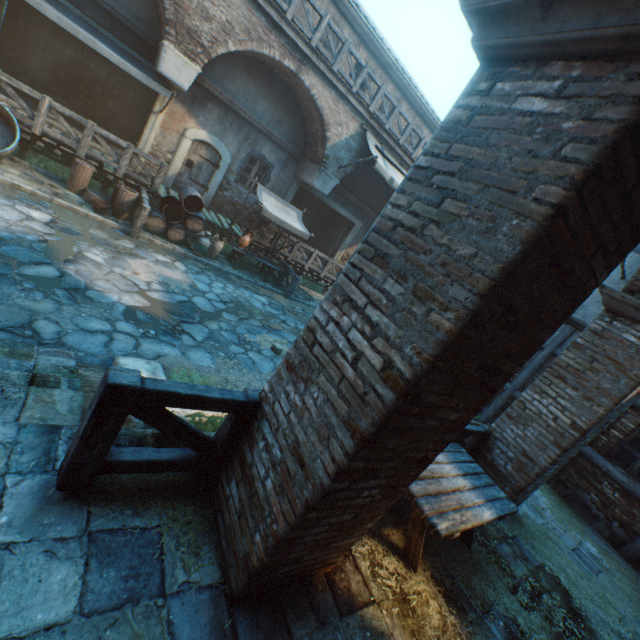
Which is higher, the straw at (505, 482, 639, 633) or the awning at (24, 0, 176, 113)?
the awning at (24, 0, 176, 113)

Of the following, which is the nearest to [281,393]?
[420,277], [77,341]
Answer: [420,277]

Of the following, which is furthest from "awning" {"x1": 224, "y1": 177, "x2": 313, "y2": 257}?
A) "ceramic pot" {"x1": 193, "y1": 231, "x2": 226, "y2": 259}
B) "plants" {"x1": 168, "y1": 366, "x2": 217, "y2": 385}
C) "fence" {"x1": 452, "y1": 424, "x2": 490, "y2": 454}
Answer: "fence" {"x1": 452, "y1": 424, "x2": 490, "y2": 454}

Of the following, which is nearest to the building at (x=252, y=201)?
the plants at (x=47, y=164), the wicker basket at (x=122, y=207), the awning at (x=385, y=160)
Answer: the awning at (x=385, y=160)

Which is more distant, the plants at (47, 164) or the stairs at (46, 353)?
the plants at (47, 164)

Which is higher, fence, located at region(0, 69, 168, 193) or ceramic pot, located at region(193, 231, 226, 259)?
fence, located at region(0, 69, 168, 193)

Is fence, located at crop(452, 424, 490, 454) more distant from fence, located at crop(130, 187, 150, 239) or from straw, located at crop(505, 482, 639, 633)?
fence, located at crop(130, 187, 150, 239)

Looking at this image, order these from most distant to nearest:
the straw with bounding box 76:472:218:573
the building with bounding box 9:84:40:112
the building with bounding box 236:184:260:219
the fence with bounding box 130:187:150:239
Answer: the building with bounding box 236:184:260:219 → the building with bounding box 9:84:40:112 → the fence with bounding box 130:187:150:239 → the straw with bounding box 76:472:218:573
